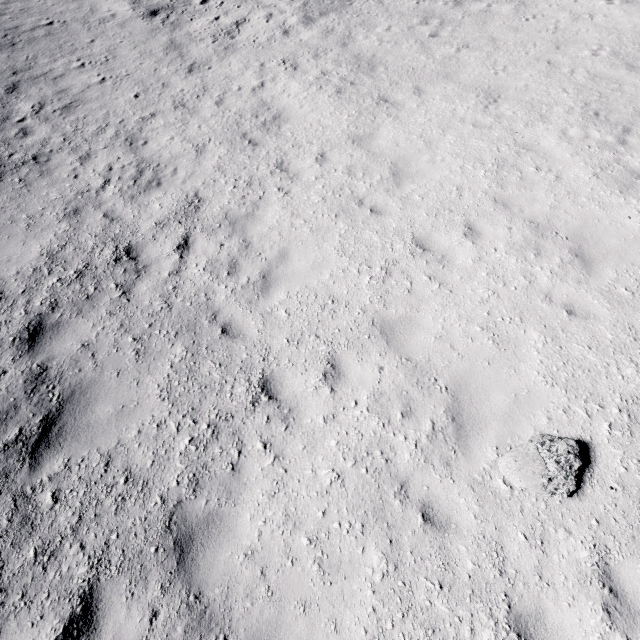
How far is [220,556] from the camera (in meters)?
3.93

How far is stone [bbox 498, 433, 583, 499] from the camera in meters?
4.1

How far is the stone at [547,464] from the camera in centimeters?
411cm
